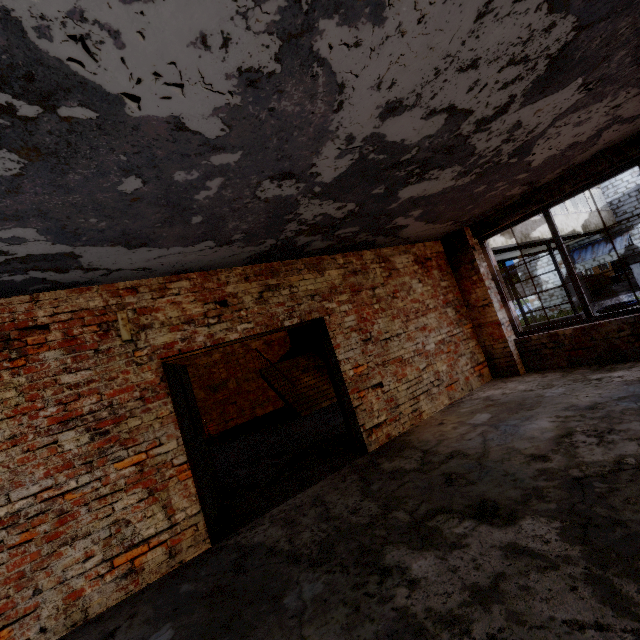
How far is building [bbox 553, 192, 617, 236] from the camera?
15.1m

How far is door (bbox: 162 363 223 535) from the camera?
4.0m

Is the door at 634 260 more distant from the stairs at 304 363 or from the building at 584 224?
the stairs at 304 363

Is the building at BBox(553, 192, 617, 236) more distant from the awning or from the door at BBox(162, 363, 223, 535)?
the door at BBox(162, 363, 223, 535)

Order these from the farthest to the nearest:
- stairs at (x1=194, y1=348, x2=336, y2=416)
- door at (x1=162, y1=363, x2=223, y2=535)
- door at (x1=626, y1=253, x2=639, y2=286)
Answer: door at (x1=626, y1=253, x2=639, y2=286), stairs at (x1=194, y1=348, x2=336, y2=416), door at (x1=162, y1=363, x2=223, y2=535)

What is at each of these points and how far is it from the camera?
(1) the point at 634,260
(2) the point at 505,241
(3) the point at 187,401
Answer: (1) door, 18.58m
(2) building, 12.02m
(3) door, 4.62m

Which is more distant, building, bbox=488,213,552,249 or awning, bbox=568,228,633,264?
awning, bbox=568,228,633,264

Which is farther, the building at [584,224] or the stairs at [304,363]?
the building at [584,224]
